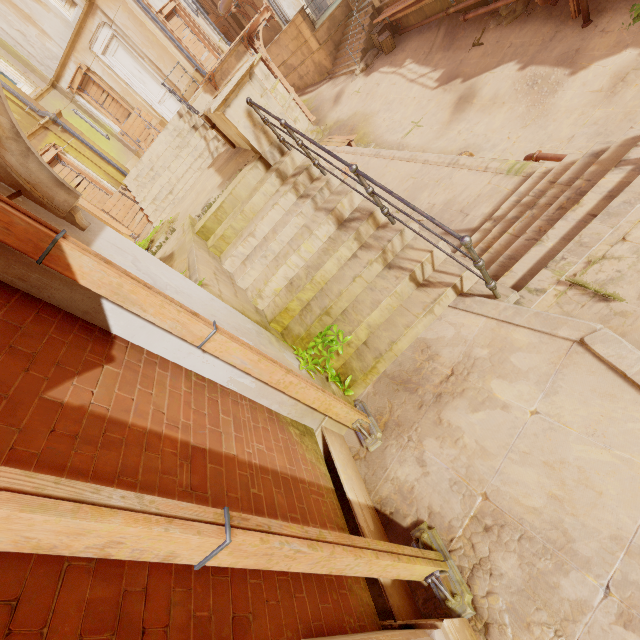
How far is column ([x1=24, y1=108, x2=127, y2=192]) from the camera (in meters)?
11.89

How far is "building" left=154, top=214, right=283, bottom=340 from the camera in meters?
4.2

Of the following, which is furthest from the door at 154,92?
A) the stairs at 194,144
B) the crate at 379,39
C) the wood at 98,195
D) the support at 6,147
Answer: the support at 6,147

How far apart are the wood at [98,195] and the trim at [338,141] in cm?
938

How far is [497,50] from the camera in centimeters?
1078cm

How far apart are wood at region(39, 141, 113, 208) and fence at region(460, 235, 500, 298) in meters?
14.6 m

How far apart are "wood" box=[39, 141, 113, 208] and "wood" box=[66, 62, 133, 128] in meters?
5.3

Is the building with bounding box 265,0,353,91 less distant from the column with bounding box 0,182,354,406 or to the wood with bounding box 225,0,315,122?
the wood with bounding box 225,0,315,122
